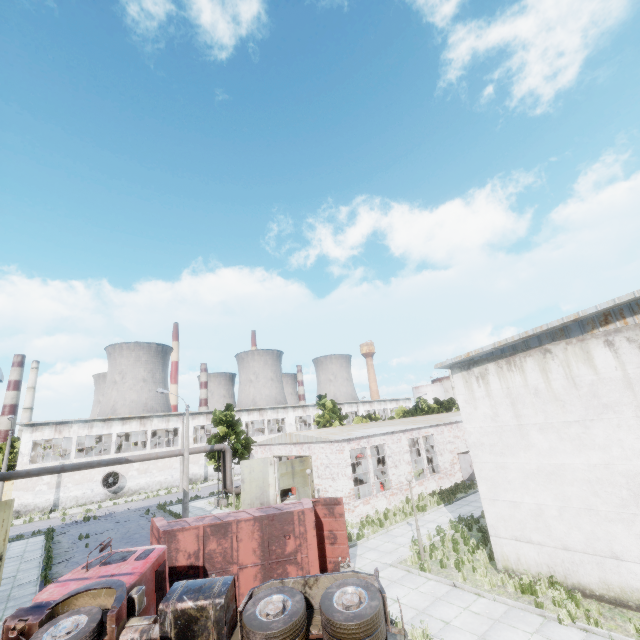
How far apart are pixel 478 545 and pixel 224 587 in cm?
1242

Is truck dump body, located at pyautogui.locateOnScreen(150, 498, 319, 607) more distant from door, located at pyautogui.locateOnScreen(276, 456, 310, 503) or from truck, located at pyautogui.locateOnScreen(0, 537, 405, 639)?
door, located at pyautogui.locateOnScreen(276, 456, 310, 503)

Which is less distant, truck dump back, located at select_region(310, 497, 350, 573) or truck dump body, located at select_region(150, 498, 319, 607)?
truck dump body, located at select_region(150, 498, 319, 607)

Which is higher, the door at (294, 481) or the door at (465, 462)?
the door at (294, 481)

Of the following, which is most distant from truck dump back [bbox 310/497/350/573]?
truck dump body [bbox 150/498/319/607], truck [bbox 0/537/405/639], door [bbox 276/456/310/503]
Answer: door [bbox 276/456/310/503]

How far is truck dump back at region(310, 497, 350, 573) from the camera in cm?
1303

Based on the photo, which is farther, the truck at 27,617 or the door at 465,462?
the door at 465,462

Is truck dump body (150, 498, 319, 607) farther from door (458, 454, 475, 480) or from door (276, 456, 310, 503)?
door (458, 454, 475, 480)
